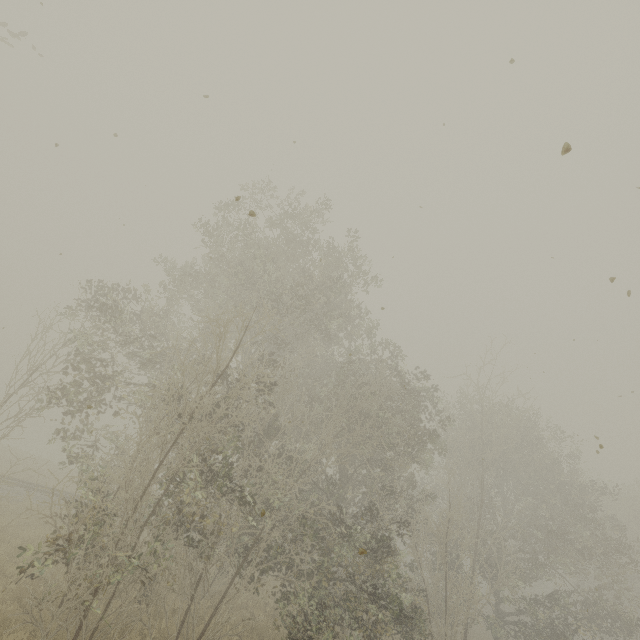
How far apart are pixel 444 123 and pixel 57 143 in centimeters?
627cm
